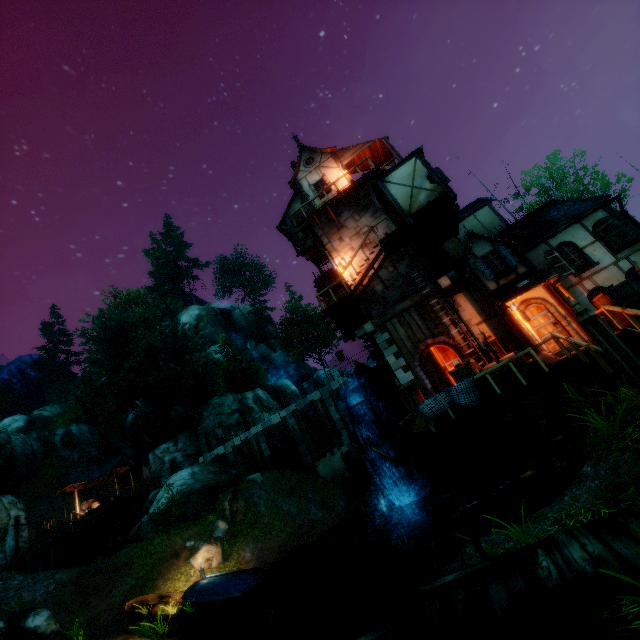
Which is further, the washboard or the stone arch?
the stone arch

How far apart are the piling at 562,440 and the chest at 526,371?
1.8m

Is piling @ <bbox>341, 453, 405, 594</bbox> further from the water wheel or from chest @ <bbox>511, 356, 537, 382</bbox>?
chest @ <bbox>511, 356, 537, 382</bbox>

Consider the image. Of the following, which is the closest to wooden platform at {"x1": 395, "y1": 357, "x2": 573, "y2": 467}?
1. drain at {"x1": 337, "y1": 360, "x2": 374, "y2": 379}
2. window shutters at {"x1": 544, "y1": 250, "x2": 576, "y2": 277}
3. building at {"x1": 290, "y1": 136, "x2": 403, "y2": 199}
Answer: building at {"x1": 290, "y1": 136, "x2": 403, "y2": 199}

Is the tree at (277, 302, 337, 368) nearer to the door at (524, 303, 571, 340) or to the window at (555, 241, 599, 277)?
the window at (555, 241, 599, 277)

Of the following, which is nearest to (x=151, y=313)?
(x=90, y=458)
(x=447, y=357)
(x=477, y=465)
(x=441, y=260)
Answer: (x=90, y=458)

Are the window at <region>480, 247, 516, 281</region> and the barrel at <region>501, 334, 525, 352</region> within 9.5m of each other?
yes

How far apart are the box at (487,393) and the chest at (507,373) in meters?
0.0 m
